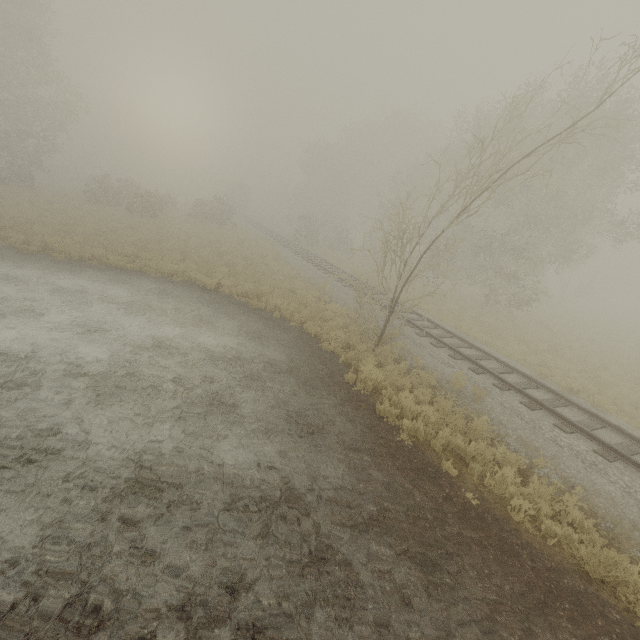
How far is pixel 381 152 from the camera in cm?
4381

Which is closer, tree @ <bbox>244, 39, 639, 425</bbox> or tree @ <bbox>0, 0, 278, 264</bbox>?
tree @ <bbox>244, 39, 639, 425</bbox>

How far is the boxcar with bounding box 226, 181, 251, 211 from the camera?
54.8 meters

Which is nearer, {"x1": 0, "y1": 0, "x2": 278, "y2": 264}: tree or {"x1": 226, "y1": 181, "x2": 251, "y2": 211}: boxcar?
{"x1": 0, "y1": 0, "x2": 278, "y2": 264}: tree

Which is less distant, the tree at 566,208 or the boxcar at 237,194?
the tree at 566,208

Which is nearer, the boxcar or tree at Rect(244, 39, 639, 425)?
tree at Rect(244, 39, 639, 425)

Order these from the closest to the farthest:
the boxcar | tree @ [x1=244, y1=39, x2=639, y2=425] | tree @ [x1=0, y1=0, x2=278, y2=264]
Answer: tree @ [x1=244, y1=39, x2=639, y2=425] → tree @ [x1=0, y1=0, x2=278, y2=264] → the boxcar

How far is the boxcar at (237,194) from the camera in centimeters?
5478cm
